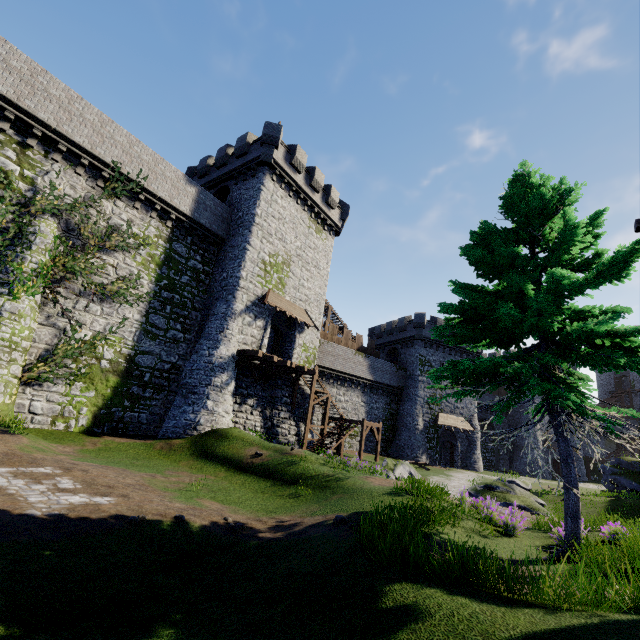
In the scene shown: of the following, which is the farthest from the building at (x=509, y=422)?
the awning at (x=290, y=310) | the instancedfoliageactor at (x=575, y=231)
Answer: the instancedfoliageactor at (x=575, y=231)

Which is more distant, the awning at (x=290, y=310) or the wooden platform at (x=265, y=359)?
the awning at (x=290, y=310)

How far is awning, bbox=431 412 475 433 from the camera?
36.44m

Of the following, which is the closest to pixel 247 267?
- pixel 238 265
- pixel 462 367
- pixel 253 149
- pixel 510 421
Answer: pixel 238 265

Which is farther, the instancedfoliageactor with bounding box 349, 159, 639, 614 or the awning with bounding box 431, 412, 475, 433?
the awning with bounding box 431, 412, 475, 433

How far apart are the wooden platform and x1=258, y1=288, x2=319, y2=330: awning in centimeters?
309cm

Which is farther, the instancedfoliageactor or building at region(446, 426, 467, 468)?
building at region(446, 426, 467, 468)

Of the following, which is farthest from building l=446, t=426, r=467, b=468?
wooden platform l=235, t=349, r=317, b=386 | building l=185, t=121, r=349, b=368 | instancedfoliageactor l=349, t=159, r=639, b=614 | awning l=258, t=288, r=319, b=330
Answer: instancedfoliageactor l=349, t=159, r=639, b=614
